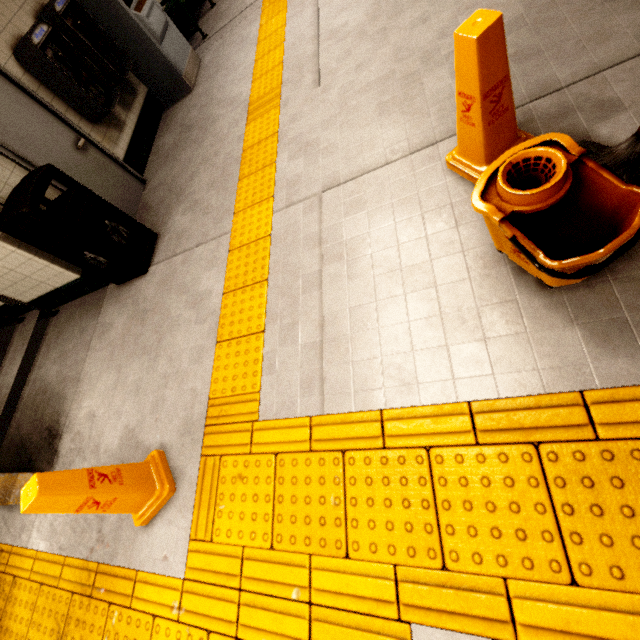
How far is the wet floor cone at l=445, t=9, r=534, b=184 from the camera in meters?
1.4 m

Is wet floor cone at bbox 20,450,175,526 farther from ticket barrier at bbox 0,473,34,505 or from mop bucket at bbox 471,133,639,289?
mop bucket at bbox 471,133,639,289

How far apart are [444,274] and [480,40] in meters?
1.1 m

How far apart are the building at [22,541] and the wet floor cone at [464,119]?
3.94m

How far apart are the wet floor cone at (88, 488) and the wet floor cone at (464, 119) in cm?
286

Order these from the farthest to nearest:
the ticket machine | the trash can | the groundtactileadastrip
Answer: the ticket machine, the trash can, the groundtactileadastrip

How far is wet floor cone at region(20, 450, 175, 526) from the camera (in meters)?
1.78

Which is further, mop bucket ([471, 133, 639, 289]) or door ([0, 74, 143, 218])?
door ([0, 74, 143, 218])
